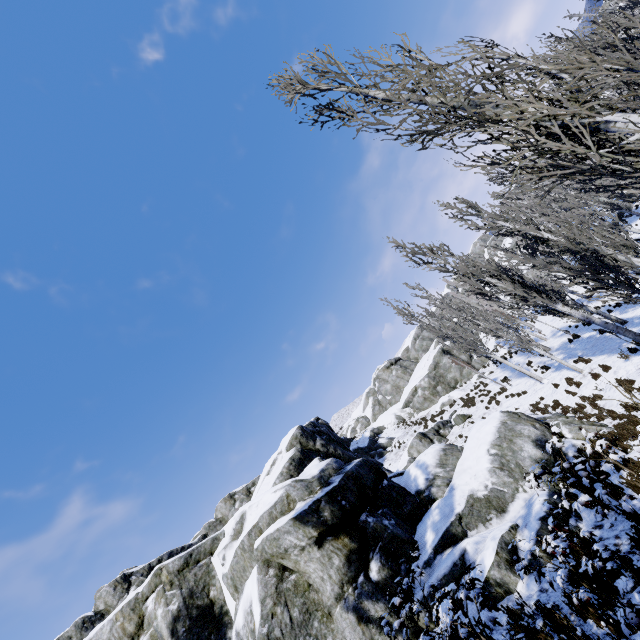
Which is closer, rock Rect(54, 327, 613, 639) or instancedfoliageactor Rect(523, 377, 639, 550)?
instancedfoliageactor Rect(523, 377, 639, 550)

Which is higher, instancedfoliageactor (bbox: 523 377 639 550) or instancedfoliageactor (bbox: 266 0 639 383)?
instancedfoliageactor (bbox: 266 0 639 383)

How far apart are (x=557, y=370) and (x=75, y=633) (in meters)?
39.28

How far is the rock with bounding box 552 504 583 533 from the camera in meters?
7.1 m

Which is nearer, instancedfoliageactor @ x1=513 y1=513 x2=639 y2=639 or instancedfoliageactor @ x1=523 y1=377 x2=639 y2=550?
instancedfoliageactor @ x1=513 y1=513 x2=639 y2=639

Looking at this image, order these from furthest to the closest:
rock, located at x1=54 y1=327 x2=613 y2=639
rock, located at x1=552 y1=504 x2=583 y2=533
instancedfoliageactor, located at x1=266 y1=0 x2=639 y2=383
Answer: rock, located at x1=54 y1=327 x2=613 y2=639
rock, located at x1=552 y1=504 x2=583 y2=533
instancedfoliageactor, located at x1=266 y1=0 x2=639 y2=383

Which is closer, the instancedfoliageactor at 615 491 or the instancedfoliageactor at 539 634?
the instancedfoliageactor at 539 634

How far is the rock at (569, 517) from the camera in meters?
7.1
